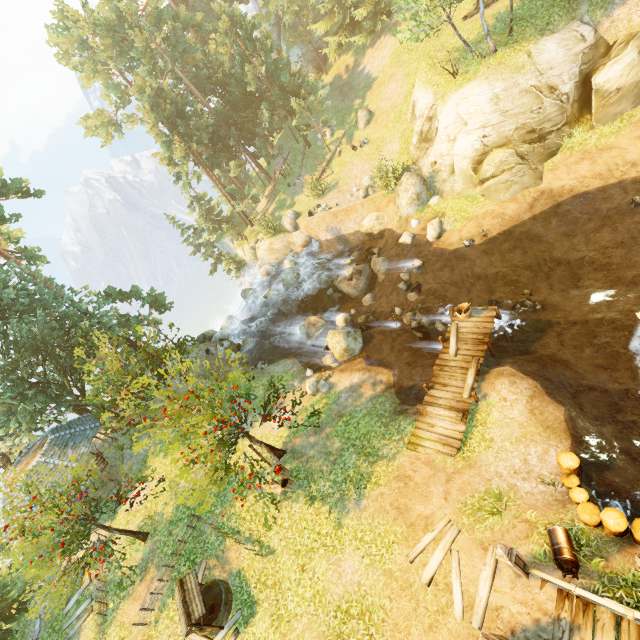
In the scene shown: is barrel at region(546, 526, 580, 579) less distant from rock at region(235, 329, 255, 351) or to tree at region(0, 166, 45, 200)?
tree at region(0, 166, 45, 200)

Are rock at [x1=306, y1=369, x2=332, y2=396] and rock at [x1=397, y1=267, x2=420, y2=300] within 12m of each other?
yes

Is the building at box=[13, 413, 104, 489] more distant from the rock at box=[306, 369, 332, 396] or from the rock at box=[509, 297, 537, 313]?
the rock at box=[509, 297, 537, 313]

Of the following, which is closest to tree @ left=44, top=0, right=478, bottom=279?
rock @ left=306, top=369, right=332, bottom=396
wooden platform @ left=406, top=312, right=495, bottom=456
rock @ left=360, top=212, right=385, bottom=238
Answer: rock @ left=306, top=369, right=332, bottom=396

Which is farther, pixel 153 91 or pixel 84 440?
pixel 153 91

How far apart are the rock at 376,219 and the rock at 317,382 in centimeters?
1236cm

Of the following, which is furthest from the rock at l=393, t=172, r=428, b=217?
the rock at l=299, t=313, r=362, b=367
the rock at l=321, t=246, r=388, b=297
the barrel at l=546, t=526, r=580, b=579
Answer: the barrel at l=546, t=526, r=580, b=579

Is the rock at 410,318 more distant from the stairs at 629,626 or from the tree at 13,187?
the stairs at 629,626
